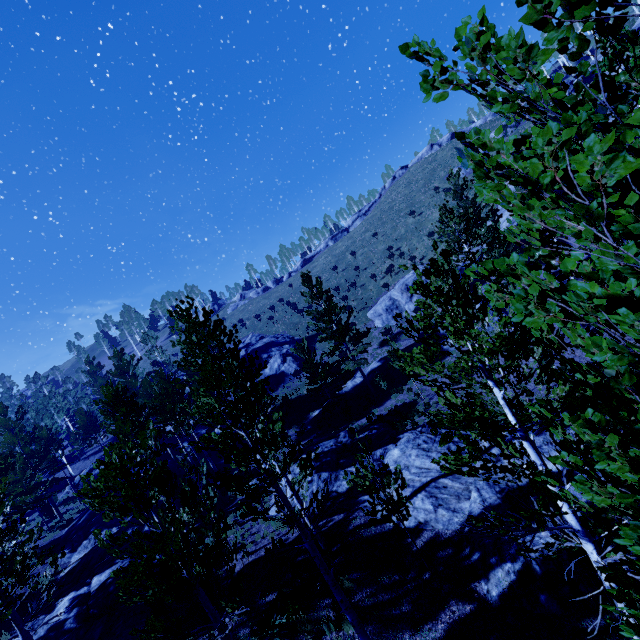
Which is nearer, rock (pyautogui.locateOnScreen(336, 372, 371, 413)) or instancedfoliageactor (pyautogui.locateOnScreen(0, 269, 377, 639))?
instancedfoliageactor (pyautogui.locateOnScreen(0, 269, 377, 639))

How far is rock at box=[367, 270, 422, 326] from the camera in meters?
35.5 m

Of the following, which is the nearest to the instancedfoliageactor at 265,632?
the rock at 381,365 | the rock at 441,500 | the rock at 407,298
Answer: the rock at 441,500

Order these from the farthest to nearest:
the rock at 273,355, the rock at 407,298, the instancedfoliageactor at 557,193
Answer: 1. the rock at 273,355
2. the rock at 407,298
3. the instancedfoliageactor at 557,193

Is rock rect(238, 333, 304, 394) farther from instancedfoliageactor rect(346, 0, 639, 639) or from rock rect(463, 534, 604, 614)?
rock rect(463, 534, 604, 614)

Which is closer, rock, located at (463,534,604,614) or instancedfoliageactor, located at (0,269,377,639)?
instancedfoliageactor, located at (0,269,377,639)

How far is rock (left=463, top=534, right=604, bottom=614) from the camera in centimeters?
698cm

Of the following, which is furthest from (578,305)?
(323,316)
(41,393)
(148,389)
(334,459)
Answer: (41,393)
